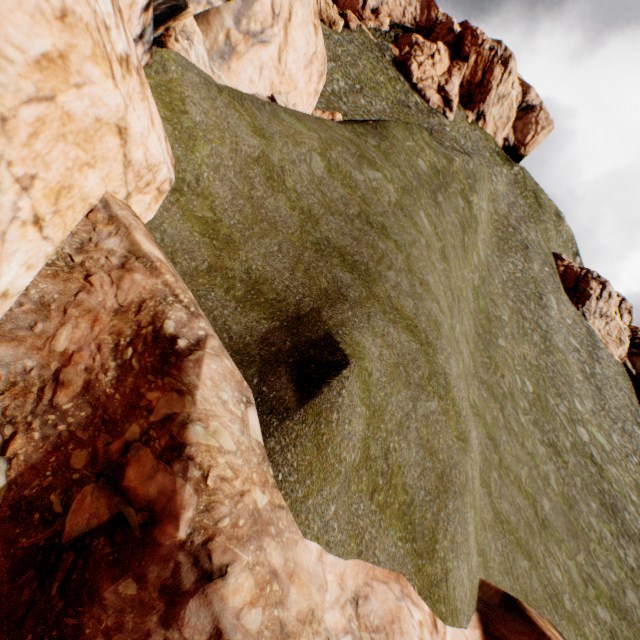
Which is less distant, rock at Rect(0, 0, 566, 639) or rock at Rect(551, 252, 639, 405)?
rock at Rect(0, 0, 566, 639)

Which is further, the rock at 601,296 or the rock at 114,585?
the rock at 601,296

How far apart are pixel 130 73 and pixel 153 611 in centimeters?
849cm
